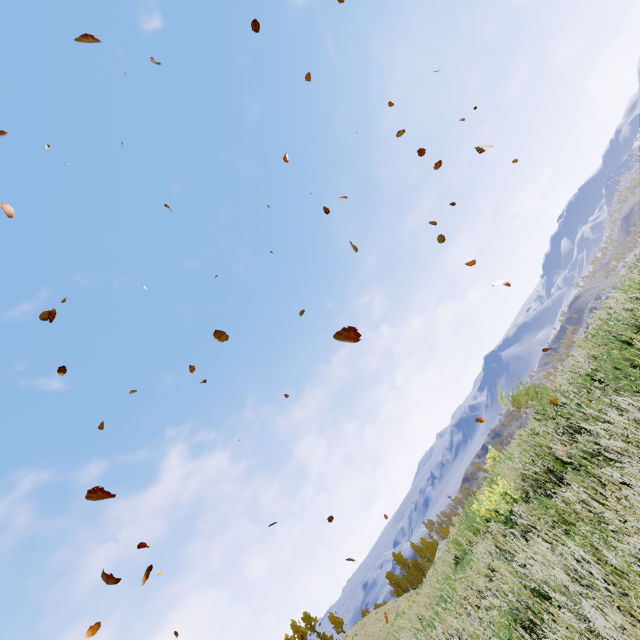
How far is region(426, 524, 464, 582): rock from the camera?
9.9m

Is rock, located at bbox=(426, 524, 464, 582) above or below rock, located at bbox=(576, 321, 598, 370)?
below

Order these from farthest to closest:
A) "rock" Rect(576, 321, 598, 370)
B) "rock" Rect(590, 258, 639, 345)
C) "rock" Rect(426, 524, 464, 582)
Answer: "rock" Rect(426, 524, 464, 582) < "rock" Rect(576, 321, 598, 370) < "rock" Rect(590, 258, 639, 345)

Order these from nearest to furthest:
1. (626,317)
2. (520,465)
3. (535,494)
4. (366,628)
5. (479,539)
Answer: (626,317) < (520,465) < (535,494) < (479,539) < (366,628)

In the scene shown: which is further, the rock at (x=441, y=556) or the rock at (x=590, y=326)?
the rock at (x=441, y=556)

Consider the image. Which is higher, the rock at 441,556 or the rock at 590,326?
the rock at 590,326
